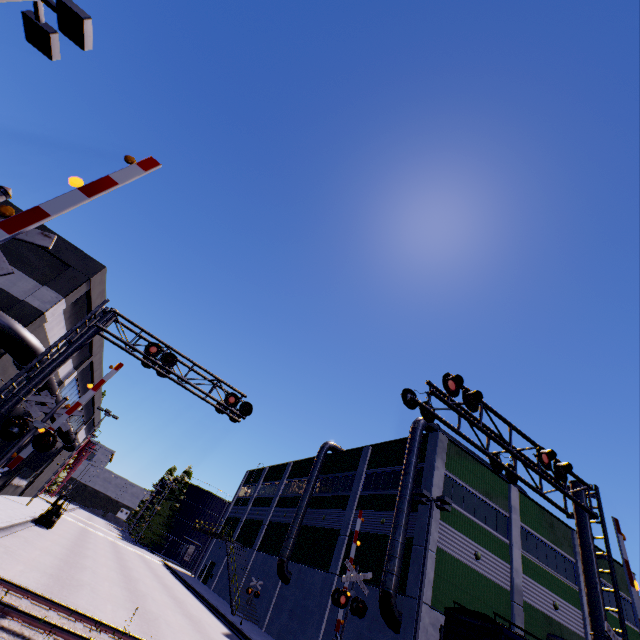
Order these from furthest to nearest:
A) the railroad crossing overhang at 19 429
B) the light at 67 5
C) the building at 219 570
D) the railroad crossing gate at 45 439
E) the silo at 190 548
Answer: the silo at 190 548
the building at 219 570
the railroad crossing gate at 45 439
the railroad crossing overhang at 19 429
the light at 67 5

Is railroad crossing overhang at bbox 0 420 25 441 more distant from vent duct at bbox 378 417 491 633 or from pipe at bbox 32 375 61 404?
vent duct at bbox 378 417 491 633

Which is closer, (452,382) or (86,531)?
(452,382)

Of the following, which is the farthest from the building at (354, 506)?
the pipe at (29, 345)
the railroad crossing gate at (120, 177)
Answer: the railroad crossing gate at (120, 177)

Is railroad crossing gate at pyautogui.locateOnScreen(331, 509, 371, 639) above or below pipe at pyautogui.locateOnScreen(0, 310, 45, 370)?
below

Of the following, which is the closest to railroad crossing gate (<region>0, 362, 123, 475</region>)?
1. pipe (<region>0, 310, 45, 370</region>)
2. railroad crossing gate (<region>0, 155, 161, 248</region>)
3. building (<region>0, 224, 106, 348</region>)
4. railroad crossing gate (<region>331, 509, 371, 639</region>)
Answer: pipe (<region>0, 310, 45, 370</region>)

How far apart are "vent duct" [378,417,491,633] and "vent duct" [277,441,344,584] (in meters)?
12.26

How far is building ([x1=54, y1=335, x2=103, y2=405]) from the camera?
21.9 meters
